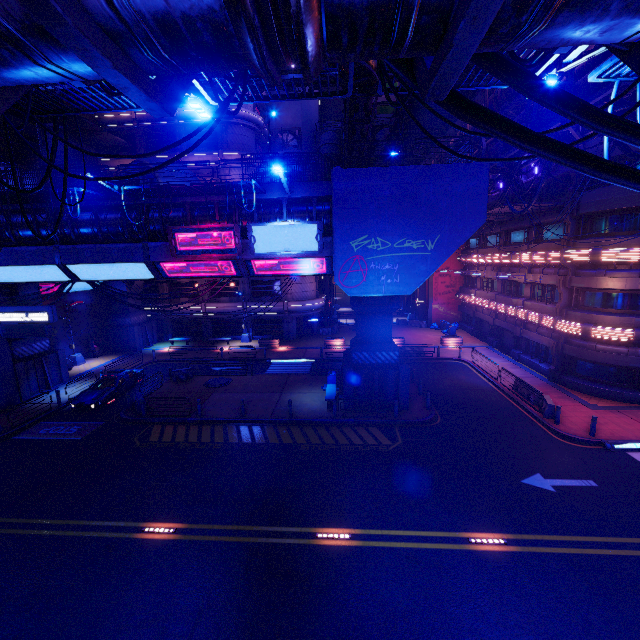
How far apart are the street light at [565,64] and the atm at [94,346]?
38.23m

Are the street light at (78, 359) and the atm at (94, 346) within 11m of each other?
yes

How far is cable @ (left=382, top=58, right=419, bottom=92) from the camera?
2.54m

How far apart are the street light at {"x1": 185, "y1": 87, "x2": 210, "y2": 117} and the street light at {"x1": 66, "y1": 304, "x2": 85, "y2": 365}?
30.2m

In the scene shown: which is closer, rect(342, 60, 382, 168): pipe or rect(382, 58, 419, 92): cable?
rect(382, 58, 419, 92): cable

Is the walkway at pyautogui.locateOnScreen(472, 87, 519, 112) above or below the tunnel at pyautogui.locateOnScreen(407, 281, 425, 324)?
above

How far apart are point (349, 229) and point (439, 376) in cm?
1569

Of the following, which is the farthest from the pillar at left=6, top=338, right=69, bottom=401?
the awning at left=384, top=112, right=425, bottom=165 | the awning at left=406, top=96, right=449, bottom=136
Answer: the awning at left=384, top=112, right=425, bottom=165
